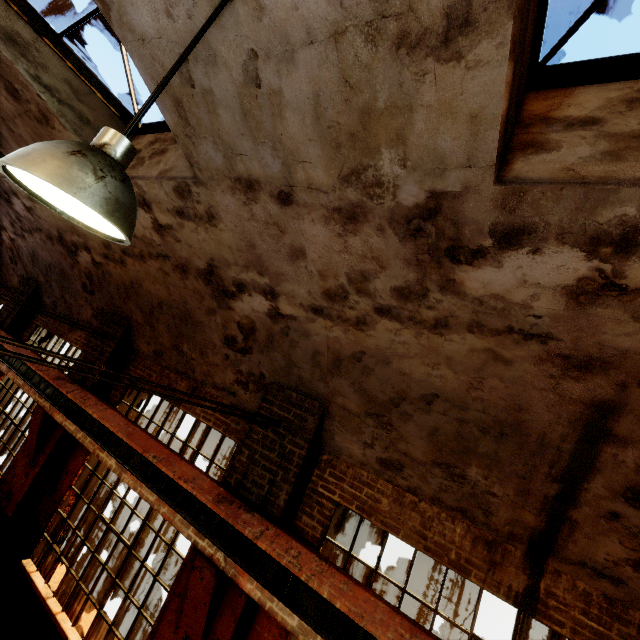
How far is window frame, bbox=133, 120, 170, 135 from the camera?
4.4m

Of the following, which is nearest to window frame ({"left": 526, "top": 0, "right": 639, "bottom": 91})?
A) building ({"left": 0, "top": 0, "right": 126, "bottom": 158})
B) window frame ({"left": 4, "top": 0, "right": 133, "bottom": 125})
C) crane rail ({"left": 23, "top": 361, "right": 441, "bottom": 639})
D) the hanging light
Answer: building ({"left": 0, "top": 0, "right": 126, "bottom": 158})

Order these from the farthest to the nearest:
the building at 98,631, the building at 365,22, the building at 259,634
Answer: the building at 98,631, the building at 259,634, the building at 365,22

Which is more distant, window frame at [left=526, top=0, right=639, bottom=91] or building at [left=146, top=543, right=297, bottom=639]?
building at [left=146, top=543, right=297, bottom=639]

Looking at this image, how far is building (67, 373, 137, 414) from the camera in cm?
661

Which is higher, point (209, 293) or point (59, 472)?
point (209, 293)

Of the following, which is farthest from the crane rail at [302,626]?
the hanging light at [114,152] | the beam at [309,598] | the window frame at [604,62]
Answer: the window frame at [604,62]

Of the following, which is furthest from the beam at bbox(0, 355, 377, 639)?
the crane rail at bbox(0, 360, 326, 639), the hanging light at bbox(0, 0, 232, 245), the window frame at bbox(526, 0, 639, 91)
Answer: the window frame at bbox(526, 0, 639, 91)
